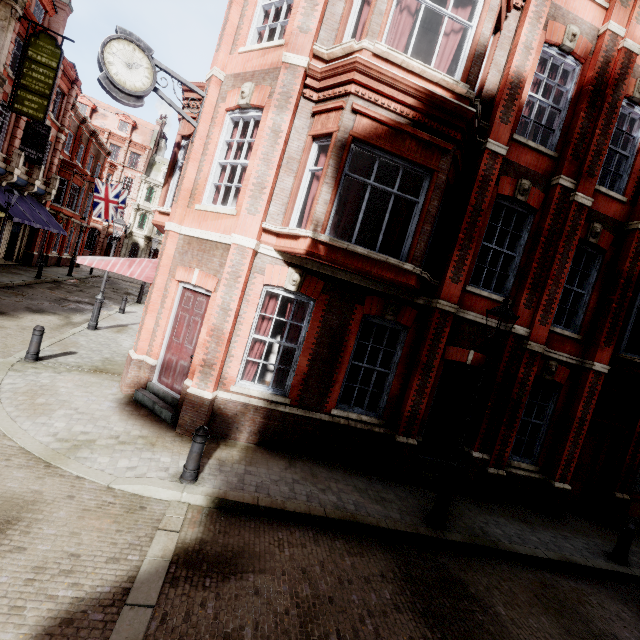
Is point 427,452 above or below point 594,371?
below

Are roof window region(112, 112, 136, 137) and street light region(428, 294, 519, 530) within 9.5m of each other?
no

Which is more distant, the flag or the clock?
the flag

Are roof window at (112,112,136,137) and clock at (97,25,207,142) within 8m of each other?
no

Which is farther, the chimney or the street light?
the chimney

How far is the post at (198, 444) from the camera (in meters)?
5.48

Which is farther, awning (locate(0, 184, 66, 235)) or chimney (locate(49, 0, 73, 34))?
chimney (locate(49, 0, 73, 34))

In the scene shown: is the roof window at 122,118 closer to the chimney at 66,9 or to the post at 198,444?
the chimney at 66,9
